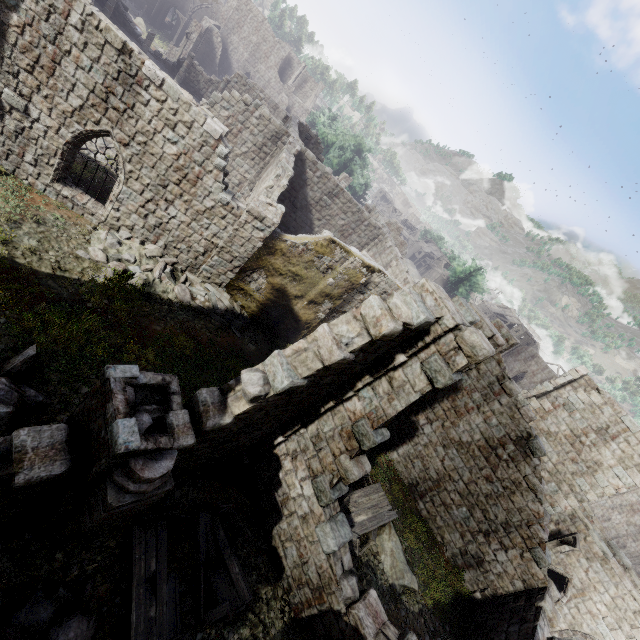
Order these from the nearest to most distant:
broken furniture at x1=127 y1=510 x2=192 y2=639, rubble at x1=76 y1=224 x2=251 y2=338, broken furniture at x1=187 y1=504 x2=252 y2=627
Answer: broken furniture at x1=127 y1=510 x2=192 y2=639 < broken furniture at x1=187 y1=504 x2=252 y2=627 < rubble at x1=76 y1=224 x2=251 y2=338

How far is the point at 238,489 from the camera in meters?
9.9 m

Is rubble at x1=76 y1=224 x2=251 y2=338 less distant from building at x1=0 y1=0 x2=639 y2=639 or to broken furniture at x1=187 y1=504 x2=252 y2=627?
building at x1=0 y1=0 x2=639 y2=639

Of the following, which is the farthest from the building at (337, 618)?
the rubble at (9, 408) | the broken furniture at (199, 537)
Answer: the broken furniture at (199, 537)

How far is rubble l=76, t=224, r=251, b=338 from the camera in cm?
1184

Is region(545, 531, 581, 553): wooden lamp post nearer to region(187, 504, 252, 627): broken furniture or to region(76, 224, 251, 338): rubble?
region(187, 504, 252, 627): broken furniture

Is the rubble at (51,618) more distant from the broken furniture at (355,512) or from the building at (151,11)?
the broken furniture at (355,512)

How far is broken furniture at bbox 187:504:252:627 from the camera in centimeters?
731cm
